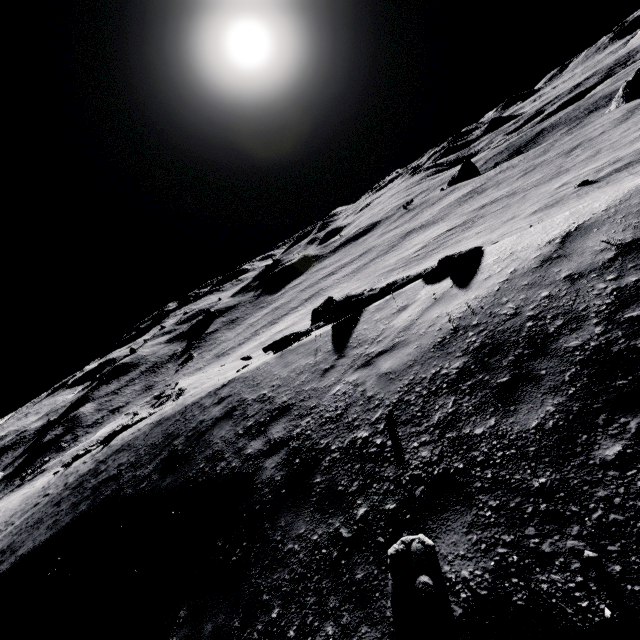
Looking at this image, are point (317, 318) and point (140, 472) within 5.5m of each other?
no
